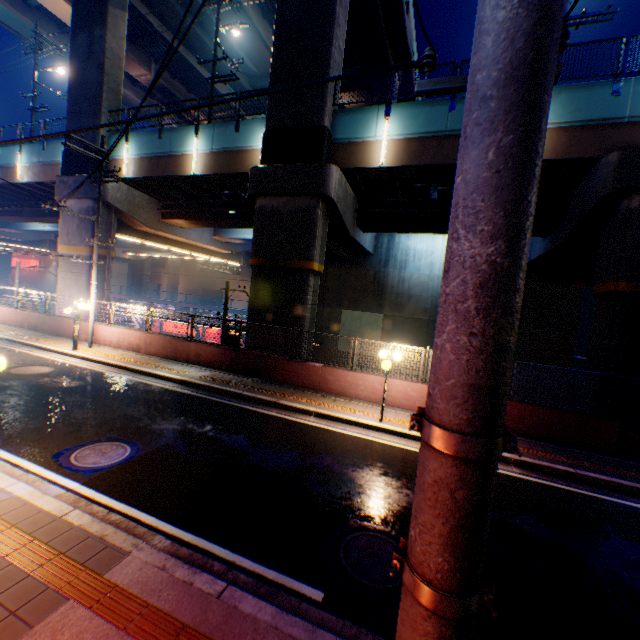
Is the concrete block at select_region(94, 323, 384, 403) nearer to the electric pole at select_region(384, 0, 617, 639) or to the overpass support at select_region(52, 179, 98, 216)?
the overpass support at select_region(52, 179, 98, 216)

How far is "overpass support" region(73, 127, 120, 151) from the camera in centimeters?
1852cm

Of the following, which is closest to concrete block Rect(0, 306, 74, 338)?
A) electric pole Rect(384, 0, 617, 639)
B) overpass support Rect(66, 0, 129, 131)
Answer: overpass support Rect(66, 0, 129, 131)

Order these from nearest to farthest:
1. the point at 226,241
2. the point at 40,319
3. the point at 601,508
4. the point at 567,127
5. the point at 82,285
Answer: the point at 601,508, the point at 567,127, the point at 40,319, the point at 82,285, the point at 226,241

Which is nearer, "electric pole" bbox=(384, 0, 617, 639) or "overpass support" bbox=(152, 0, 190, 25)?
"electric pole" bbox=(384, 0, 617, 639)

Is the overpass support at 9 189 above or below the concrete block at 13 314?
above

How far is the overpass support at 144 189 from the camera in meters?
13.5

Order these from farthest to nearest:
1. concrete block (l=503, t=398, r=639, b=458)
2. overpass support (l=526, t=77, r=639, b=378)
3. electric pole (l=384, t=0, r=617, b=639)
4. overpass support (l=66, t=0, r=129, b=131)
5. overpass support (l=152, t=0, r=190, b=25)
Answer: overpass support (l=152, t=0, r=190, b=25) < overpass support (l=66, t=0, r=129, b=131) < overpass support (l=526, t=77, r=639, b=378) < concrete block (l=503, t=398, r=639, b=458) < electric pole (l=384, t=0, r=617, b=639)
